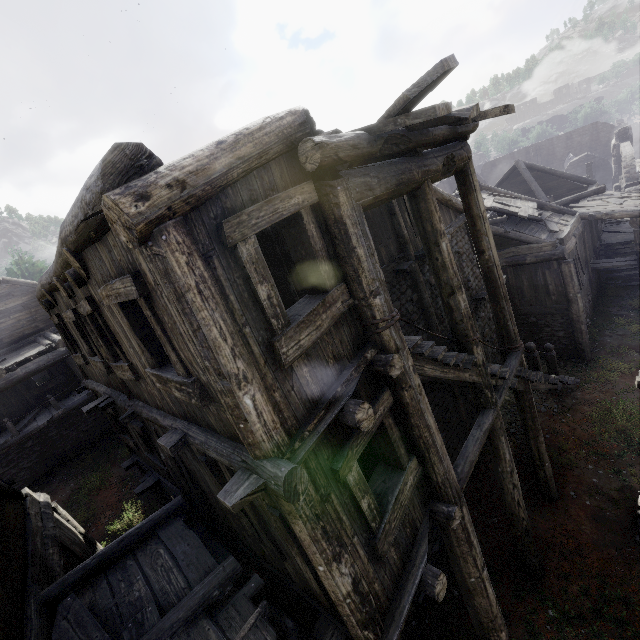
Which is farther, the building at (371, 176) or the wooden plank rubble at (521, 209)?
the wooden plank rubble at (521, 209)

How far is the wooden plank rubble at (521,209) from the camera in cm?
1437

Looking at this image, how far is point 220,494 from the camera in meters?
3.0 m

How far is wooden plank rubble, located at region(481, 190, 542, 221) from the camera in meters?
14.4

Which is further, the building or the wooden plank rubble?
the wooden plank rubble
